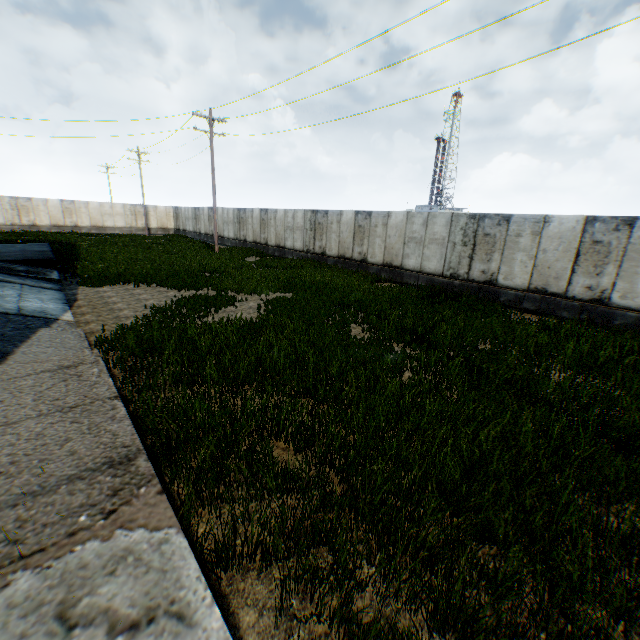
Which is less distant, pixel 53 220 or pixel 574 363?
pixel 574 363
